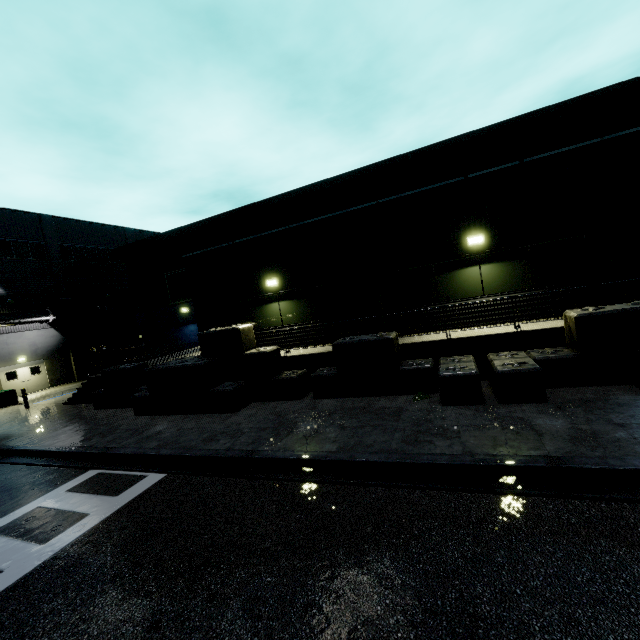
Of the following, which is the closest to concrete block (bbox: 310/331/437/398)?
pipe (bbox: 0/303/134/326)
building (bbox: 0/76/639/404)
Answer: building (bbox: 0/76/639/404)

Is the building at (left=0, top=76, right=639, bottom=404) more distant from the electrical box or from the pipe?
the electrical box

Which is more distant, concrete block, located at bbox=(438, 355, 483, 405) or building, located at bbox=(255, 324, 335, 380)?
building, located at bbox=(255, 324, 335, 380)

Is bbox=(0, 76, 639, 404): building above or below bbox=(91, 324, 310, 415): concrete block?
above

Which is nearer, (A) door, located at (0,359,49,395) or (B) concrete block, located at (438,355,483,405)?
(B) concrete block, located at (438,355,483,405)

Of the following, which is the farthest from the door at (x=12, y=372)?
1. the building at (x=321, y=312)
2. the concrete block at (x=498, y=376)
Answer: the concrete block at (x=498, y=376)

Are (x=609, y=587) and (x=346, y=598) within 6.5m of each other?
yes

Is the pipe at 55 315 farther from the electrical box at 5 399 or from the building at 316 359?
the electrical box at 5 399
